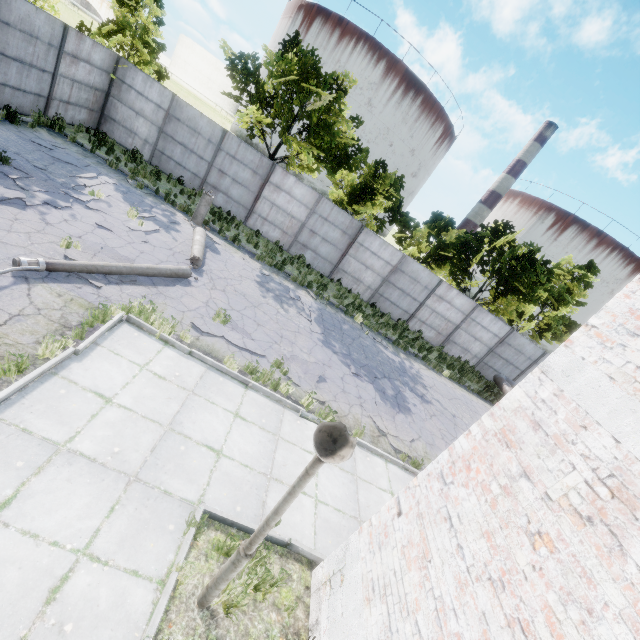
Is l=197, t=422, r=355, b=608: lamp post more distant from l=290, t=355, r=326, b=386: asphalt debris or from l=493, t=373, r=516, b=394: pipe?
l=493, t=373, r=516, b=394: pipe

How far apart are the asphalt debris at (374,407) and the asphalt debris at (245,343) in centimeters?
329cm

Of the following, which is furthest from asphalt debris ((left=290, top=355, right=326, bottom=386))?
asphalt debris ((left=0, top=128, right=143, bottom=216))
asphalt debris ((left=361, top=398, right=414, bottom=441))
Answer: asphalt debris ((left=0, top=128, right=143, bottom=216))

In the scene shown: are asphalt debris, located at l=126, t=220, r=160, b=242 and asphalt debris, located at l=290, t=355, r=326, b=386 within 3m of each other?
no

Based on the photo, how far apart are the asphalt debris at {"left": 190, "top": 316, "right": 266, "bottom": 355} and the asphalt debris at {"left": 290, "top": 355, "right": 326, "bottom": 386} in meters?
0.6

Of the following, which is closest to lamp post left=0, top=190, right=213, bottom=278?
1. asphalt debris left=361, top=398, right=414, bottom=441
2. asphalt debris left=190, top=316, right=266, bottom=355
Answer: asphalt debris left=190, top=316, right=266, bottom=355

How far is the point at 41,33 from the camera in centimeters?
1172cm

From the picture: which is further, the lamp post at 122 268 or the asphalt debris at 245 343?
the asphalt debris at 245 343
